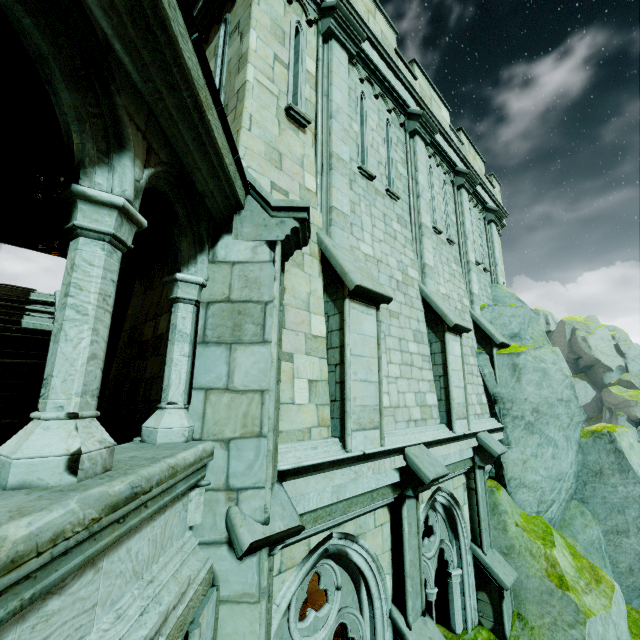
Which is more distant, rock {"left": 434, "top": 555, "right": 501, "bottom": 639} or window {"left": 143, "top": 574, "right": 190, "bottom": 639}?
rock {"left": 434, "top": 555, "right": 501, "bottom": 639}

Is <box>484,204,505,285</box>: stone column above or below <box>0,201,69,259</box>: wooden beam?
above

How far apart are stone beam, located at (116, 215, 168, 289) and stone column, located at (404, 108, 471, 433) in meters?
4.9

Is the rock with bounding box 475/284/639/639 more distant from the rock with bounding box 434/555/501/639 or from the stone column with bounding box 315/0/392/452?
the stone column with bounding box 315/0/392/452

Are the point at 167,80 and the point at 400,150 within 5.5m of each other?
no

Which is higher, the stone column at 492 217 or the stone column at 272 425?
the stone column at 492 217

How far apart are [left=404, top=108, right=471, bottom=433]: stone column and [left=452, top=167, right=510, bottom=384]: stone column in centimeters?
204cm

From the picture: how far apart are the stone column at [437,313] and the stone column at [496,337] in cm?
204
